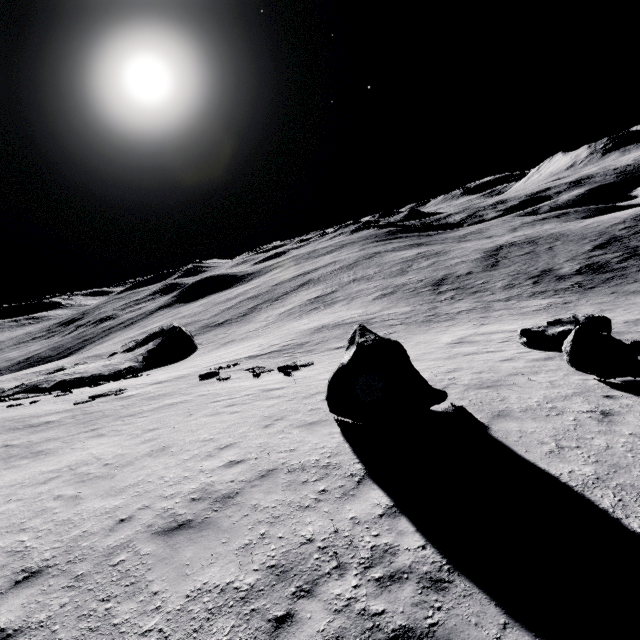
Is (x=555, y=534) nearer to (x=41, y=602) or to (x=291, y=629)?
(x=291, y=629)

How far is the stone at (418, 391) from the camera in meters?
7.8 m

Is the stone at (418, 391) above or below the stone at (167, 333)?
above

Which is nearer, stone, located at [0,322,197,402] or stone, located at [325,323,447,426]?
stone, located at [325,323,447,426]

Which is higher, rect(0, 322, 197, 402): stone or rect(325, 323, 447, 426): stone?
rect(325, 323, 447, 426): stone

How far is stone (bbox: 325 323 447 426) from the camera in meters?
7.8
